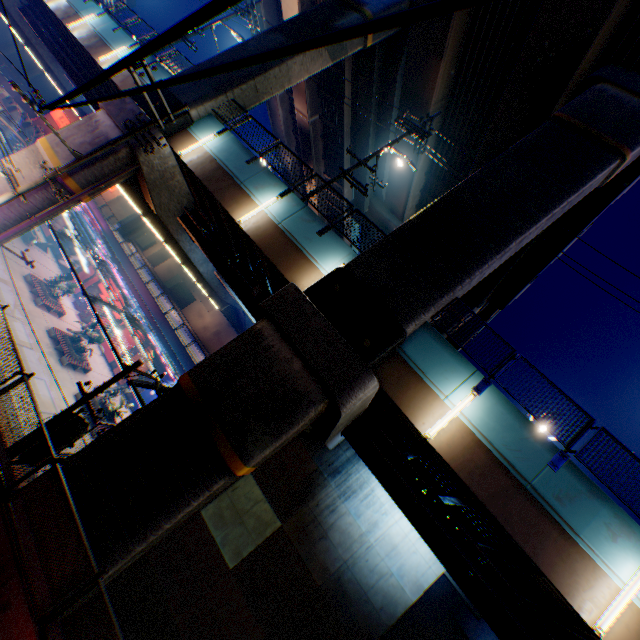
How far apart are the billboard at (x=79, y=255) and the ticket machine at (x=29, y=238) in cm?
400

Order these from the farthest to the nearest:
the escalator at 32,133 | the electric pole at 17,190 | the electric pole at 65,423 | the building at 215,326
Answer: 1. the building at 215,326
2. the escalator at 32,133
3. the electric pole at 65,423
4. the electric pole at 17,190

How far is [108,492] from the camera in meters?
8.2

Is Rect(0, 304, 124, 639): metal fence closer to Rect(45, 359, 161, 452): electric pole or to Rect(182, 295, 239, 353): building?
Rect(45, 359, 161, 452): electric pole

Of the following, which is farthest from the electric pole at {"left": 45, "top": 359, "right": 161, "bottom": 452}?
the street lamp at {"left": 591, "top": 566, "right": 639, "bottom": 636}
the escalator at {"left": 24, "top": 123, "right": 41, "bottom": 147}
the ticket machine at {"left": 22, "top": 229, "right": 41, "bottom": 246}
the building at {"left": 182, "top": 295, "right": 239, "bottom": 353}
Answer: the building at {"left": 182, "top": 295, "right": 239, "bottom": 353}

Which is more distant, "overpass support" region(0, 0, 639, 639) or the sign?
the sign

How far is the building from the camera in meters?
55.7

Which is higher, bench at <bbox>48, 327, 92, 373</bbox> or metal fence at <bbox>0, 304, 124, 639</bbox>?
metal fence at <bbox>0, 304, 124, 639</bbox>
